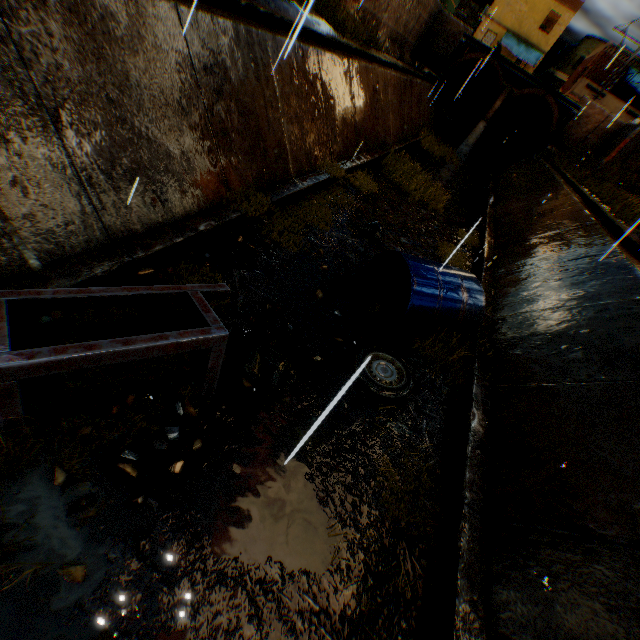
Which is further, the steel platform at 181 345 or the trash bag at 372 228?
the trash bag at 372 228

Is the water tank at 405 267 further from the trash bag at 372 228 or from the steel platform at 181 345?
the steel platform at 181 345

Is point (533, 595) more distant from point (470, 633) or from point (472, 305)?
point (472, 305)

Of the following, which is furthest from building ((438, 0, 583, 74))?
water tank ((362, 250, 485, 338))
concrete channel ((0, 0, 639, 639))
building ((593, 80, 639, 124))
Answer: water tank ((362, 250, 485, 338))

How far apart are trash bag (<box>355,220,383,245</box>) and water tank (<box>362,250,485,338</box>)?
1.2m

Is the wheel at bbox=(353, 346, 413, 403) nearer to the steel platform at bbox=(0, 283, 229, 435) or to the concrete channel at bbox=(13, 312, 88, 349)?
the concrete channel at bbox=(13, 312, 88, 349)

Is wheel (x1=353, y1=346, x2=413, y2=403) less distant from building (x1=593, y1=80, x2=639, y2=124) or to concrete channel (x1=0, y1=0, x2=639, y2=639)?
concrete channel (x1=0, y1=0, x2=639, y2=639)

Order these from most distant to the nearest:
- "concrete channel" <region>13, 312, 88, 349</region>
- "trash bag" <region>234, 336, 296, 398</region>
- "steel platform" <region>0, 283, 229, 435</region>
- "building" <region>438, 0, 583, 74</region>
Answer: "building" <region>438, 0, 583, 74</region> → "trash bag" <region>234, 336, 296, 398</region> → "concrete channel" <region>13, 312, 88, 349</region> → "steel platform" <region>0, 283, 229, 435</region>
